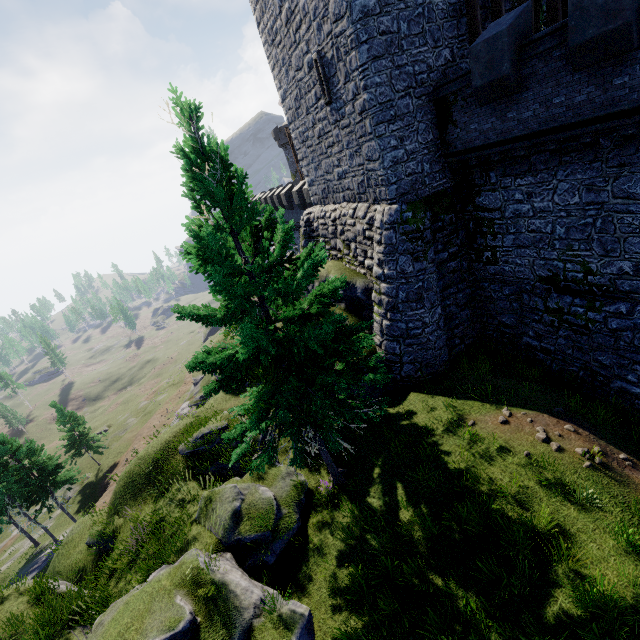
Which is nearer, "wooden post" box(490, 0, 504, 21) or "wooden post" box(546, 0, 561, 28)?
"wooden post" box(546, 0, 561, 28)

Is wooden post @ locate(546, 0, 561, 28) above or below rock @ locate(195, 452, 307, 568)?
above

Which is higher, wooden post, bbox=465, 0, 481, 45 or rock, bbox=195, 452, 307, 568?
wooden post, bbox=465, 0, 481, 45

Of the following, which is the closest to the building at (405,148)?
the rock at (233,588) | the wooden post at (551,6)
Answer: the wooden post at (551,6)

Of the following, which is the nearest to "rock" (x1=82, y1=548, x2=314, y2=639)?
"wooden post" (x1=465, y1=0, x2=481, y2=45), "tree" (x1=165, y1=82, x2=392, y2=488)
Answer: "tree" (x1=165, y1=82, x2=392, y2=488)

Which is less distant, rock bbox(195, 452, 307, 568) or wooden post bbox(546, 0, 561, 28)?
rock bbox(195, 452, 307, 568)

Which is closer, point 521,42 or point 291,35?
point 521,42

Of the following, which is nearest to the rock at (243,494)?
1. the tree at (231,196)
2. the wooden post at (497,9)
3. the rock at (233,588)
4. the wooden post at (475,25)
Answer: the rock at (233,588)
